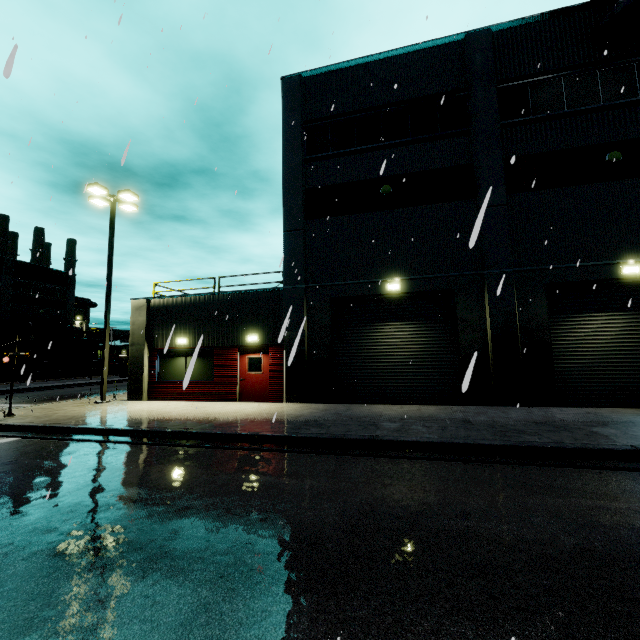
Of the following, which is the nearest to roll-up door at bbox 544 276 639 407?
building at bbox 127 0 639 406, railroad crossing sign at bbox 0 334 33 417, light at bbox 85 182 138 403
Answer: building at bbox 127 0 639 406

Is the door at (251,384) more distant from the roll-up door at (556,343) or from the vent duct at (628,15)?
the vent duct at (628,15)

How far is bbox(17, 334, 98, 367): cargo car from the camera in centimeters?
3775cm

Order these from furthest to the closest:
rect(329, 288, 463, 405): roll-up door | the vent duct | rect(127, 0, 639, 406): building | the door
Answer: the door < rect(329, 288, 463, 405): roll-up door < rect(127, 0, 639, 406): building < the vent duct

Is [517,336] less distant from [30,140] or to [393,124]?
[393,124]

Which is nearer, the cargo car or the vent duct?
the vent duct

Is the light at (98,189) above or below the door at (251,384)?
above

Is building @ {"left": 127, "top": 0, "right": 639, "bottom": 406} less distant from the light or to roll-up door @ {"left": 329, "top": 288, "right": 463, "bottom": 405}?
roll-up door @ {"left": 329, "top": 288, "right": 463, "bottom": 405}
